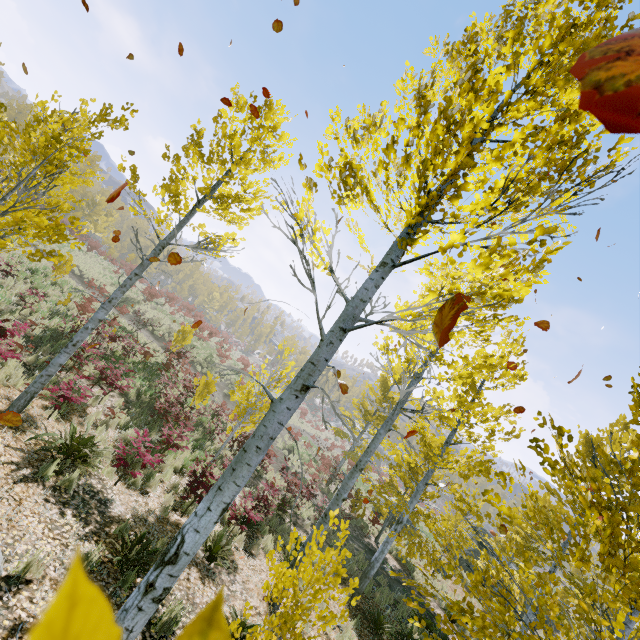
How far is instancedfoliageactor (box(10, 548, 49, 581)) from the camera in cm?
373

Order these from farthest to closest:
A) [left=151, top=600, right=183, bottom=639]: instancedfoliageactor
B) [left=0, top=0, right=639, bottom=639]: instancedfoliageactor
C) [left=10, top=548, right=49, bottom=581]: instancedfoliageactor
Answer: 1. [left=151, top=600, right=183, bottom=639]: instancedfoliageactor
2. [left=10, top=548, right=49, bottom=581]: instancedfoliageactor
3. [left=0, top=0, right=639, bottom=639]: instancedfoliageactor

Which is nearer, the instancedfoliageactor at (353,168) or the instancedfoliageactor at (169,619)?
the instancedfoliageactor at (353,168)

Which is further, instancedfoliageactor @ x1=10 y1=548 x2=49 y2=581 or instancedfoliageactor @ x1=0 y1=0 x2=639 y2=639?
instancedfoliageactor @ x1=10 y1=548 x2=49 y2=581

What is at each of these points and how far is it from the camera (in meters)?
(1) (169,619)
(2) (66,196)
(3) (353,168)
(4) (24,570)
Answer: (1) instancedfoliageactor, 4.56
(2) instancedfoliageactor, 7.79
(3) instancedfoliageactor, 2.40
(4) instancedfoliageactor, 3.79
